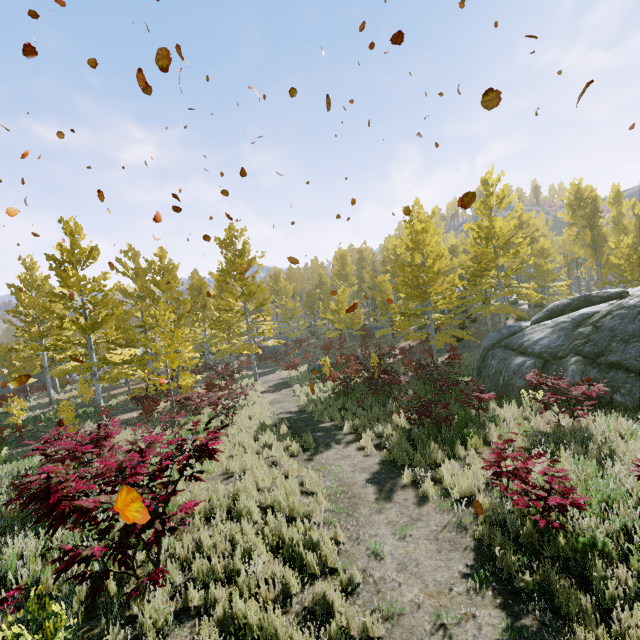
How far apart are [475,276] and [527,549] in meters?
25.0 m

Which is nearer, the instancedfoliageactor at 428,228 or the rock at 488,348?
the instancedfoliageactor at 428,228

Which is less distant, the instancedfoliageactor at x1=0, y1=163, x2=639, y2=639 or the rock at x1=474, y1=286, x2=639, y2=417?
the instancedfoliageactor at x1=0, y1=163, x2=639, y2=639
